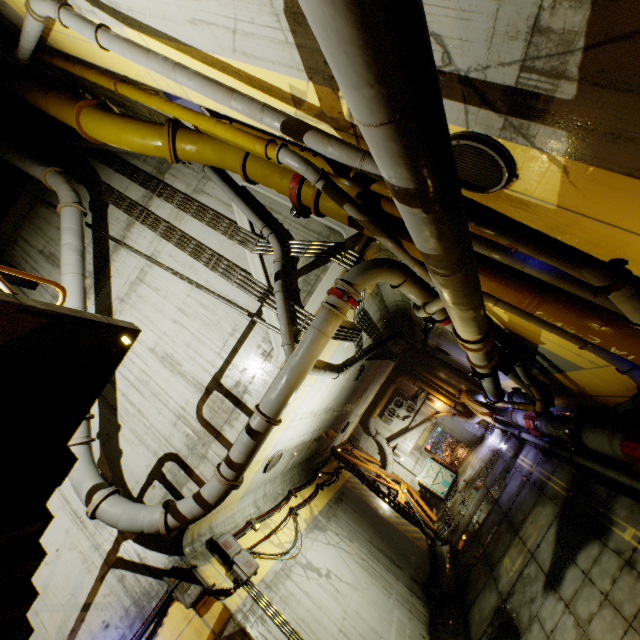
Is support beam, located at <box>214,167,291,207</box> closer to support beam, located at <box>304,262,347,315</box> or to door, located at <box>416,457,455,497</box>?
support beam, located at <box>304,262,347,315</box>

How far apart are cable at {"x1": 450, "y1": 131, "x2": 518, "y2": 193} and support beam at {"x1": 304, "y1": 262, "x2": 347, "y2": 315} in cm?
338

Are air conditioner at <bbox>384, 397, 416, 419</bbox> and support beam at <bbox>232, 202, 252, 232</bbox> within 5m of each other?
no

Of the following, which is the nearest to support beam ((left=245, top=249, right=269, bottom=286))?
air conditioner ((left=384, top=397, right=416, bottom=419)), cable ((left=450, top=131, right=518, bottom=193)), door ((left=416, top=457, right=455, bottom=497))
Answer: cable ((left=450, top=131, right=518, bottom=193))

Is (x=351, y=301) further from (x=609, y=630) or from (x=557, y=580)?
(x=557, y=580)

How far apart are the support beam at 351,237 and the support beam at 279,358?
1.9 meters

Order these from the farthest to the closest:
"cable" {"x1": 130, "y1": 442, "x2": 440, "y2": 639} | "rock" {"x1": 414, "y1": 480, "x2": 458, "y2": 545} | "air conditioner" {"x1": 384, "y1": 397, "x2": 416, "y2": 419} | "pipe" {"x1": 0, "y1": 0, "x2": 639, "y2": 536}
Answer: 1. "air conditioner" {"x1": 384, "y1": 397, "x2": 416, "y2": 419}
2. "rock" {"x1": 414, "y1": 480, "x2": 458, "y2": 545}
3. "cable" {"x1": 130, "y1": 442, "x2": 440, "y2": 639}
4. "pipe" {"x1": 0, "y1": 0, "x2": 639, "y2": 536}

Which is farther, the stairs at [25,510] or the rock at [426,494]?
the rock at [426,494]
